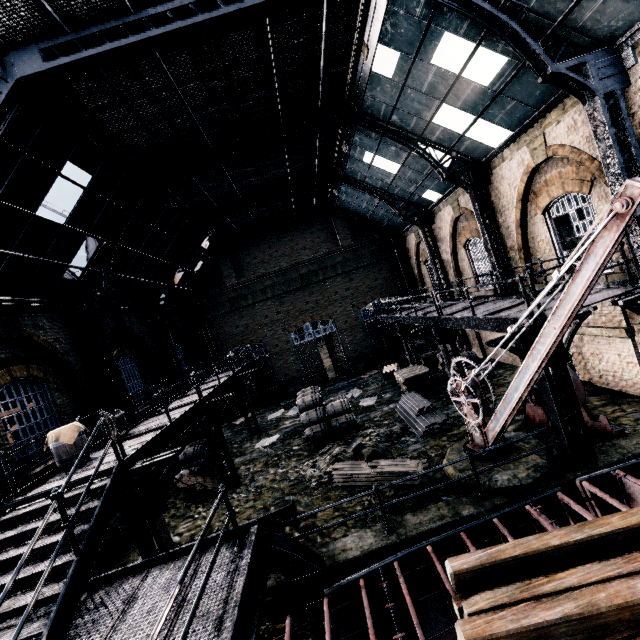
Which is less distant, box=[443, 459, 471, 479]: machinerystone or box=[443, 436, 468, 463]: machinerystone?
box=[443, 459, 471, 479]: machinerystone

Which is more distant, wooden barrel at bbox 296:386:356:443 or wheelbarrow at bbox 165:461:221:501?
wooden barrel at bbox 296:386:356:443

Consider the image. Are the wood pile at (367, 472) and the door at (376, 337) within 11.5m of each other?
no

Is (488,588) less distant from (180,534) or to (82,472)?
(82,472)

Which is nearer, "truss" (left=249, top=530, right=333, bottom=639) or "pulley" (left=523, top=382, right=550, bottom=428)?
"truss" (left=249, top=530, right=333, bottom=639)

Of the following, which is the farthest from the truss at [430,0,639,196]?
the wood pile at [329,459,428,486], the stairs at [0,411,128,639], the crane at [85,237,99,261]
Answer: the crane at [85,237,99,261]

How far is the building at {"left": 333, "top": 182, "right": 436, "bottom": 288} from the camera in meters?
21.6

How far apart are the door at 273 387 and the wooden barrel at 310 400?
10.4m
